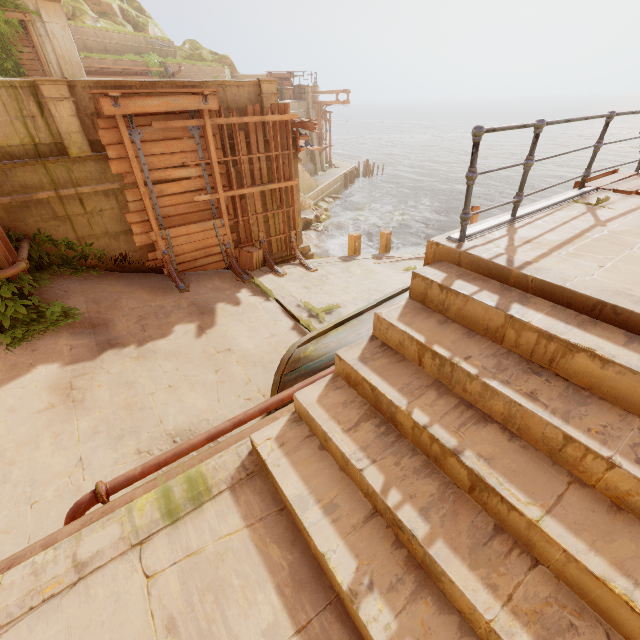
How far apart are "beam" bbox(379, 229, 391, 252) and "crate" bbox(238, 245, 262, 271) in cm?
599

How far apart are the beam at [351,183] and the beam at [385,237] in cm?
2144

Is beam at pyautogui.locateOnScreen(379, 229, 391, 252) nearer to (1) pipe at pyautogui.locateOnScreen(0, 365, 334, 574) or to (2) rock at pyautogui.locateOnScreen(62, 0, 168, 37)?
(1) pipe at pyautogui.locateOnScreen(0, 365, 334, 574)

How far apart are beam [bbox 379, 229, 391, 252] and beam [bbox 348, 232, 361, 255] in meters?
1.3 m

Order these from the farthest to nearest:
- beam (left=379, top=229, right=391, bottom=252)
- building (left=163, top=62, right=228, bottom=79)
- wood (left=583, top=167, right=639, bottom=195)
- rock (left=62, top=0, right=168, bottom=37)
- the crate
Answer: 1. building (left=163, top=62, right=228, bottom=79)
2. rock (left=62, top=0, right=168, bottom=37)
3. beam (left=379, top=229, right=391, bottom=252)
4. the crate
5. wood (left=583, top=167, right=639, bottom=195)

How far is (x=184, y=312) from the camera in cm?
803

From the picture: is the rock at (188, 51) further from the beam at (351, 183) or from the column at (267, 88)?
the column at (267, 88)

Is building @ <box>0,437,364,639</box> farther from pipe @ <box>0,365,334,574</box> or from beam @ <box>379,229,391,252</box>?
pipe @ <box>0,365,334,574</box>
